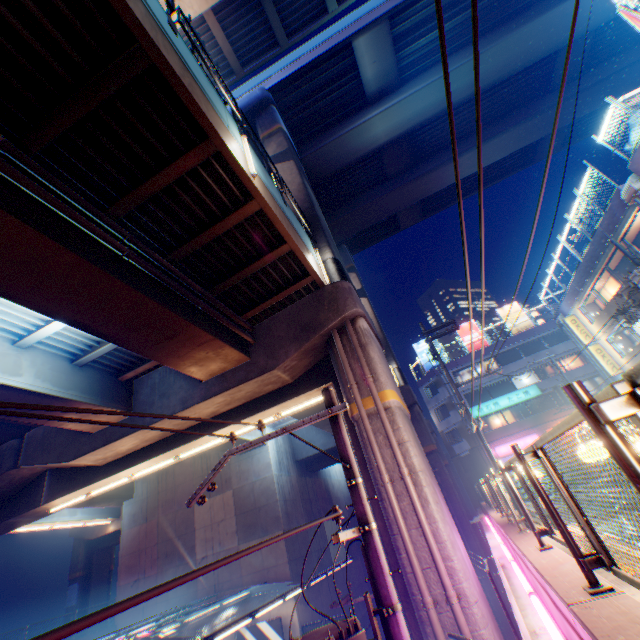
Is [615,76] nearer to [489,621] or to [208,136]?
[208,136]

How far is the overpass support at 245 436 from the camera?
13.32m

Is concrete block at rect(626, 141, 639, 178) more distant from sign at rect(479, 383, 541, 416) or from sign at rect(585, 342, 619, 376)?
sign at rect(479, 383, 541, 416)

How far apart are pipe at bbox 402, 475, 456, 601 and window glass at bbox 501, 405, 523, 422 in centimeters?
3326cm

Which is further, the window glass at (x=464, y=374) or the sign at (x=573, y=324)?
the window glass at (x=464, y=374)

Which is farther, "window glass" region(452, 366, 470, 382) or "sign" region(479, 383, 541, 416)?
"window glass" region(452, 366, 470, 382)

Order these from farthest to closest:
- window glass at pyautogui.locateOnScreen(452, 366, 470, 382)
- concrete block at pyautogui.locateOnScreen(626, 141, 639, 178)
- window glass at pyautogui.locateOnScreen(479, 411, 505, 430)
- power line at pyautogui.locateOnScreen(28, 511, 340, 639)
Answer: window glass at pyautogui.locateOnScreen(452, 366, 470, 382) → window glass at pyautogui.locateOnScreen(479, 411, 505, 430) → concrete block at pyautogui.locateOnScreen(626, 141, 639, 178) → power line at pyautogui.locateOnScreen(28, 511, 340, 639)

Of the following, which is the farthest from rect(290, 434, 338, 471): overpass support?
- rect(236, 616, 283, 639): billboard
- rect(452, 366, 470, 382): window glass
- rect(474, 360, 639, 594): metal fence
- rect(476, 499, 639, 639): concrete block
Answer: rect(236, 616, 283, 639): billboard
